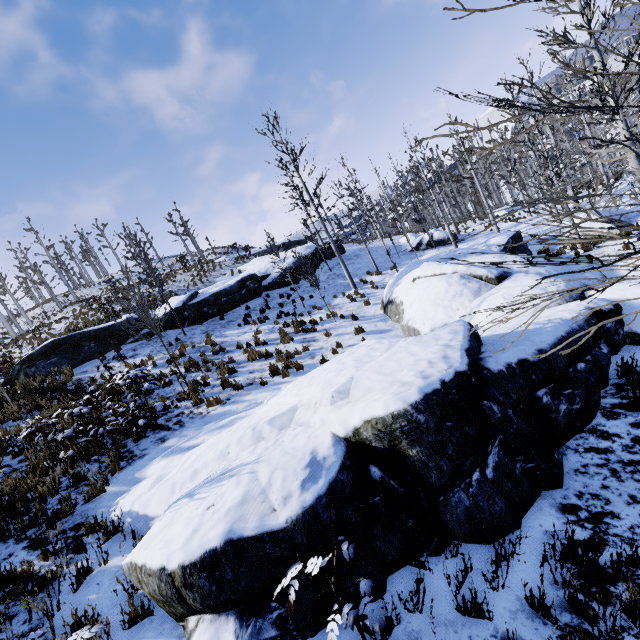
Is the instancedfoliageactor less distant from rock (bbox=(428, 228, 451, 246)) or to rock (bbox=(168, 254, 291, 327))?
rock (bbox=(428, 228, 451, 246))

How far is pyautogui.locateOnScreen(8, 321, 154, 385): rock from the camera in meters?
14.2 m

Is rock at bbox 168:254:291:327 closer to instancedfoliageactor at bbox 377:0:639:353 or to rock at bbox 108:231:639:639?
rock at bbox 108:231:639:639

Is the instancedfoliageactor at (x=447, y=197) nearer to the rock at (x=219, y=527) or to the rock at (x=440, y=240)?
the rock at (x=219, y=527)

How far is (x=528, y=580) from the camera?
3.1m

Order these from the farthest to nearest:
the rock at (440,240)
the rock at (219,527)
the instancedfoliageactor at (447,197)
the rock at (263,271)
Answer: the rock at (440,240) < the rock at (263,271) < the rock at (219,527) < the instancedfoliageactor at (447,197)

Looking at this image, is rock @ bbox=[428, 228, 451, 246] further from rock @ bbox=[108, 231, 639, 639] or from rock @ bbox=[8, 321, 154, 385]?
rock @ bbox=[8, 321, 154, 385]

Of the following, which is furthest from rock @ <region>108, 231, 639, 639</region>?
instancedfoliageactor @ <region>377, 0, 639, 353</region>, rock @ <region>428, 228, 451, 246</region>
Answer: rock @ <region>428, 228, 451, 246</region>
